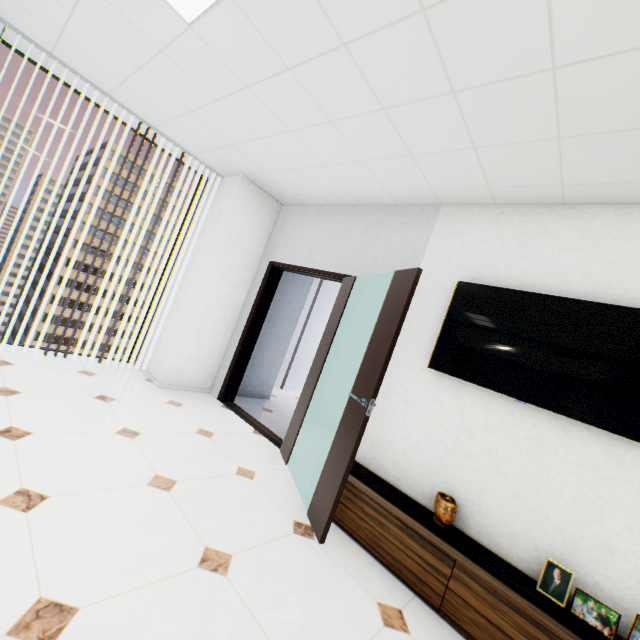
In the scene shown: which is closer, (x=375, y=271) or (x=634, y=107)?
(x=634, y=107)

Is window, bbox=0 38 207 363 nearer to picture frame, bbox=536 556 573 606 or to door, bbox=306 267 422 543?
door, bbox=306 267 422 543

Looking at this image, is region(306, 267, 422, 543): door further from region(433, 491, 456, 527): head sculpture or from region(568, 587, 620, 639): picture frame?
region(568, 587, 620, 639): picture frame

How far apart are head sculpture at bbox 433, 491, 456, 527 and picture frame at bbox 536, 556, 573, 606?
0.5 meters

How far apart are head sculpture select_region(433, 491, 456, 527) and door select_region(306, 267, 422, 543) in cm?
73

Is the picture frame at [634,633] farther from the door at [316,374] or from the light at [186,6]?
the light at [186,6]

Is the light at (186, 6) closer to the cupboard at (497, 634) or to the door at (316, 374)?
the door at (316, 374)

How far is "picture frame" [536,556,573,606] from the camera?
1.9 meters
